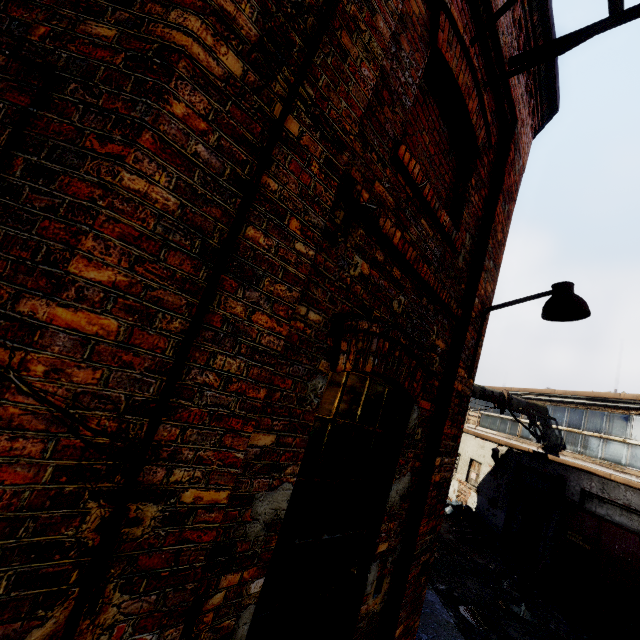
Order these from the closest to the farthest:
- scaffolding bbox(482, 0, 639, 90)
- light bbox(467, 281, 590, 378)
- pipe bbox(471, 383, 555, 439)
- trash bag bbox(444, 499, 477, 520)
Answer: scaffolding bbox(482, 0, 639, 90) < light bbox(467, 281, 590, 378) < pipe bbox(471, 383, 555, 439) < trash bag bbox(444, 499, 477, 520)

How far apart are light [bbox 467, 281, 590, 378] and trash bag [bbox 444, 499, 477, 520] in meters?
13.4

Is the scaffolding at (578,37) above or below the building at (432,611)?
above

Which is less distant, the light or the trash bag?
the light

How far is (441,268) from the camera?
3.11m

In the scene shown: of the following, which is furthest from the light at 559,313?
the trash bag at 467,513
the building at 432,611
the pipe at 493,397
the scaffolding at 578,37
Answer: the trash bag at 467,513

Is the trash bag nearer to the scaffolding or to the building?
the building

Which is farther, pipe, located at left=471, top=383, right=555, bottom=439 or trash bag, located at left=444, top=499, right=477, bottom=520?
trash bag, located at left=444, top=499, right=477, bottom=520
